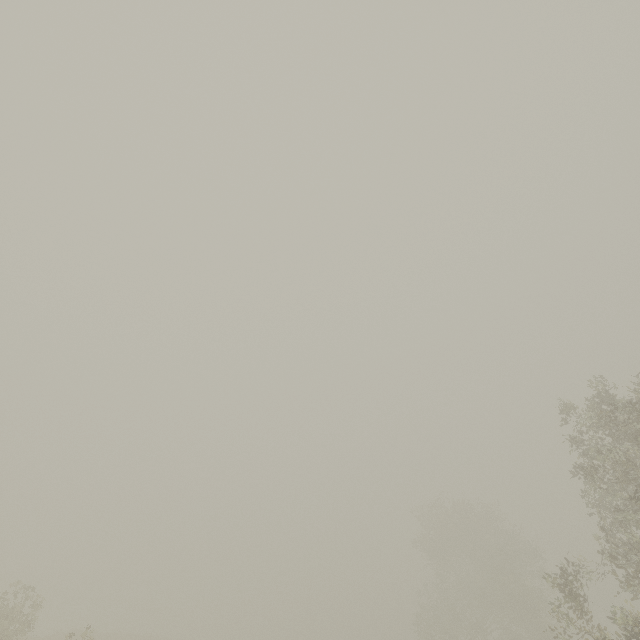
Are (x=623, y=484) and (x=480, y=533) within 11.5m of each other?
no
